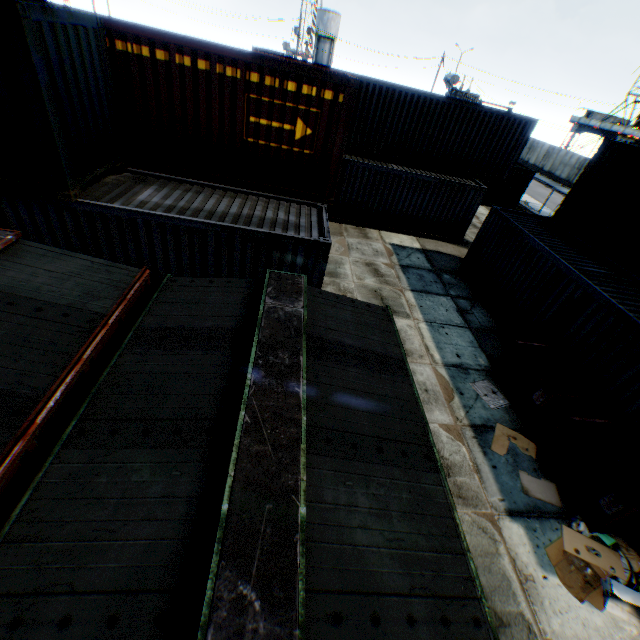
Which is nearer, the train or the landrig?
the train

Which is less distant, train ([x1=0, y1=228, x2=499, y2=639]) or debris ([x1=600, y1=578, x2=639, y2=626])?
train ([x1=0, y1=228, x2=499, y2=639])

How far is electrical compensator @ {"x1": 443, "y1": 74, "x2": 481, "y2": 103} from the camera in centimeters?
2728cm

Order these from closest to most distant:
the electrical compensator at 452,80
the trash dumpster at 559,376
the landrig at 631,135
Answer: the trash dumpster at 559,376
the electrical compensator at 452,80
the landrig at 631,135

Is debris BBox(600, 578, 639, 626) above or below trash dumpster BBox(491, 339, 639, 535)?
below

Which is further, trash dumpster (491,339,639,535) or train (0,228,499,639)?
trash dumpster (491,339,639,535)

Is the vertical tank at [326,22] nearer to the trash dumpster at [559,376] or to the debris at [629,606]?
the trash dumpster at [559,376]

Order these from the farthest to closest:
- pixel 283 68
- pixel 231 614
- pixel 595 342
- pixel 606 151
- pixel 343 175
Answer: pixel 343 175, pixel 606 151, pixel 595 342, pixel 283 68, pixel 231 614
